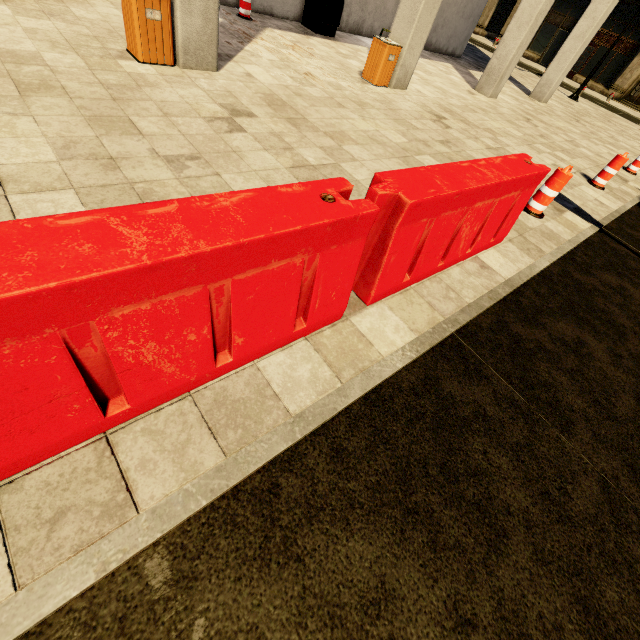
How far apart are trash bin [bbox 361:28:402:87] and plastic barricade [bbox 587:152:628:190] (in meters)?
5.00

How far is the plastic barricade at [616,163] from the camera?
6.59m

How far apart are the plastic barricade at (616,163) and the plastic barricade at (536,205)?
3.3 meters

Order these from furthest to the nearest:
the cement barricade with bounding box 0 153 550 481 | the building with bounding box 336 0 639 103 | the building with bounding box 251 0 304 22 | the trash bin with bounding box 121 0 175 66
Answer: the building with bounding box 251 0 304 22 → the building with bounding box 336 0 639 103 → the trash bin with bounding box 121 0 175 66 → the cement barricade with bounding box 0 153 550 481

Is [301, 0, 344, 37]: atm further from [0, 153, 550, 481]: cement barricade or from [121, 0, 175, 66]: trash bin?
[0, 153, 550, 481]: cement barricade

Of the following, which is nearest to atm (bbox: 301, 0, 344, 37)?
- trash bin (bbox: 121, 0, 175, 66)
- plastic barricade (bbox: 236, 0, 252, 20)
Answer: plastic barricade (bbox: 236, 0, 252, 20)

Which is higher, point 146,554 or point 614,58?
point 614,58

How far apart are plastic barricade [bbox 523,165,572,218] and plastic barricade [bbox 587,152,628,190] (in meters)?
3.29
